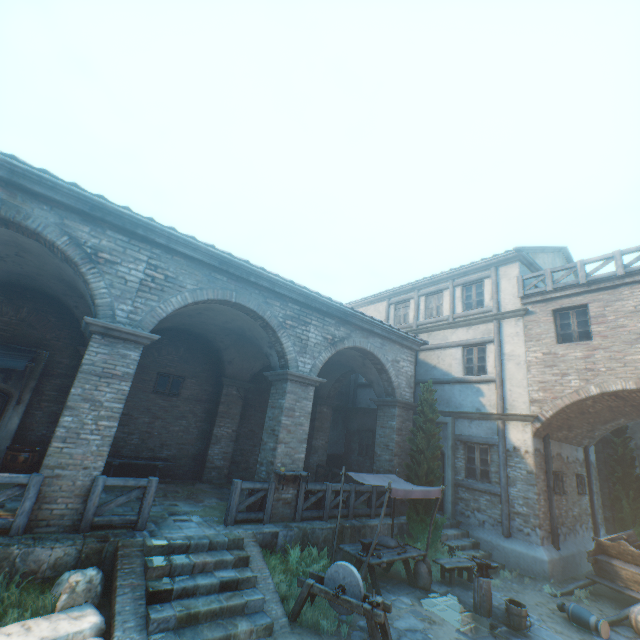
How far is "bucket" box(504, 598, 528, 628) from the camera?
6.9 meters

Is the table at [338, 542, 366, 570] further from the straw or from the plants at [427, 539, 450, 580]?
the straw

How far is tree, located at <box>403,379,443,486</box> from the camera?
10.90m

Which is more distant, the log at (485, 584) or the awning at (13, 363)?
the awning at (13, 363)

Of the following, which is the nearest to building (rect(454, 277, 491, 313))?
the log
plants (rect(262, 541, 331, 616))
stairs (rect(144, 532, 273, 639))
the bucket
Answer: plants (rect(262, 541, 331, 616))

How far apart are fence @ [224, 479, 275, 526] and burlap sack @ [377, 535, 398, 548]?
2.9 meters

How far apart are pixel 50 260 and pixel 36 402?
5.4 meters

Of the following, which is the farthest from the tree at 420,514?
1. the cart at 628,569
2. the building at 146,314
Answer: the cart at 628,569
